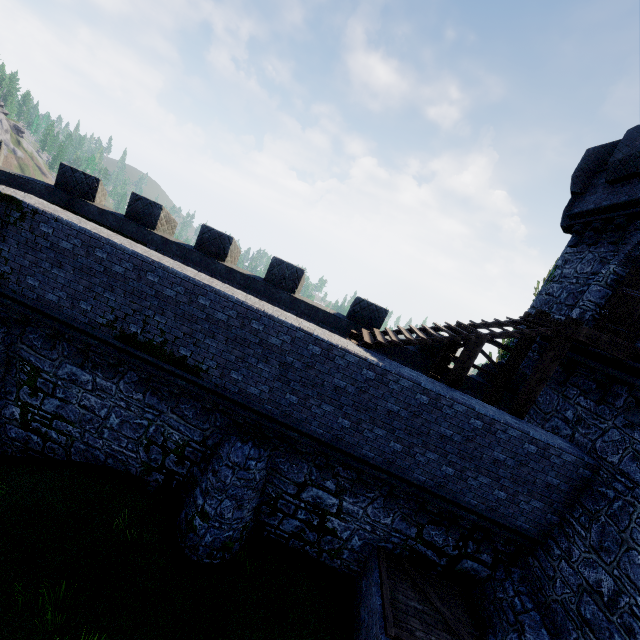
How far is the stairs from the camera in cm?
867

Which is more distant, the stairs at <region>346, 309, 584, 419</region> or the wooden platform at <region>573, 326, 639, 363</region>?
the stairs at <region>346, 309, 584, 419</region>

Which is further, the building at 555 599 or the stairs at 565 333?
the stairs at 565 333

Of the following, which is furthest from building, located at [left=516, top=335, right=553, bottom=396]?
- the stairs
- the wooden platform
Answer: the stairs

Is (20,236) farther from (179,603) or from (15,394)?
(179,603)

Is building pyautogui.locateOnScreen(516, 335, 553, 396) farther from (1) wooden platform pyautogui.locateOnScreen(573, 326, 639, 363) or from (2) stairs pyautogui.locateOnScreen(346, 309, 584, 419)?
(2) stairs pyautogui.locateOnScreen(346, 309, 584, 419)

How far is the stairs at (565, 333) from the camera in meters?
8.7 m

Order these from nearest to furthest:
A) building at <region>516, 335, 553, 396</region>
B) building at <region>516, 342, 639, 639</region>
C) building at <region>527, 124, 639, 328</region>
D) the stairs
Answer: building at <region>516, 342, 639, 639</region> < the stairs < building at <region>527, 124, 639, 328</region> < building at <region>516, 335, 553, 396</region>
